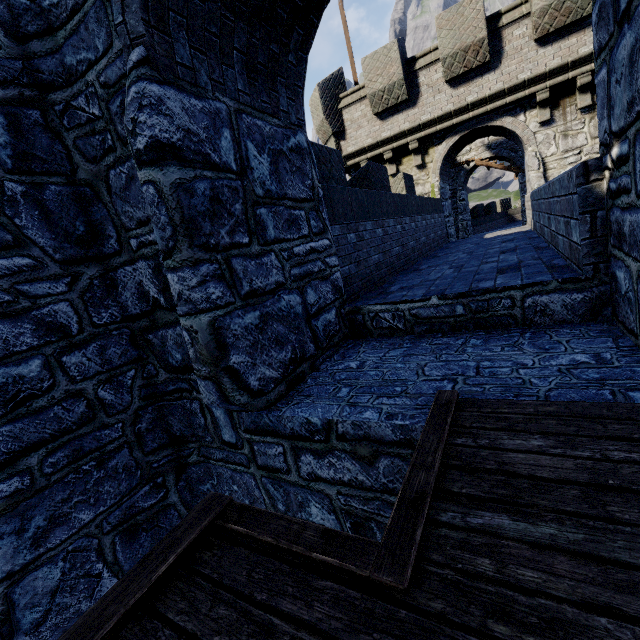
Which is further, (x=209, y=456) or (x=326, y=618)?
(x=209, y=456)
